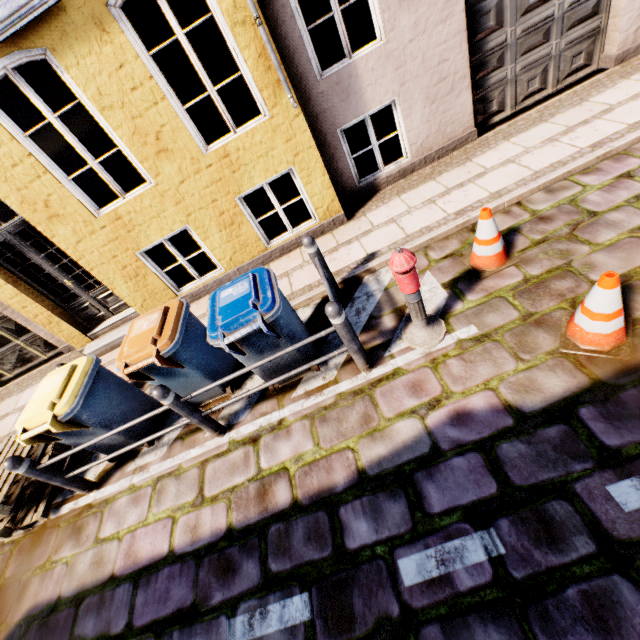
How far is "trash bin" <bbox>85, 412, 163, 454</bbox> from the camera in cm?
407

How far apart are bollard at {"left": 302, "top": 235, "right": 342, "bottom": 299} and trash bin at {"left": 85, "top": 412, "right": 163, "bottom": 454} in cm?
297

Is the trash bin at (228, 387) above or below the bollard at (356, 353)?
below

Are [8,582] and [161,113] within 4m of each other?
no

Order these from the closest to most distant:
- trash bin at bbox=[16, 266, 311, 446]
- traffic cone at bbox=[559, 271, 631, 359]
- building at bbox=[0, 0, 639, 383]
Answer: traffic cone at bbox=[559, 271, 631, 359] < trash bin at bbox=[16, 266, 311, 446] < building at bbox=[0, 0, 639, 383]

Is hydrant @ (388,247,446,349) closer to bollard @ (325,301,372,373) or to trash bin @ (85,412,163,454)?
bollard @ (325,301,372,373)

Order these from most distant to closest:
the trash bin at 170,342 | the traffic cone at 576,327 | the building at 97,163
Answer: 1. the building at 97,163
2. the trash bin at 170,342
3. the traffic cone at 576,327

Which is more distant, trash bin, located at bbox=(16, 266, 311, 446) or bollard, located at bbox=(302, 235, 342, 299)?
bollard, located at bbox=(302, 235, 342, 299)
